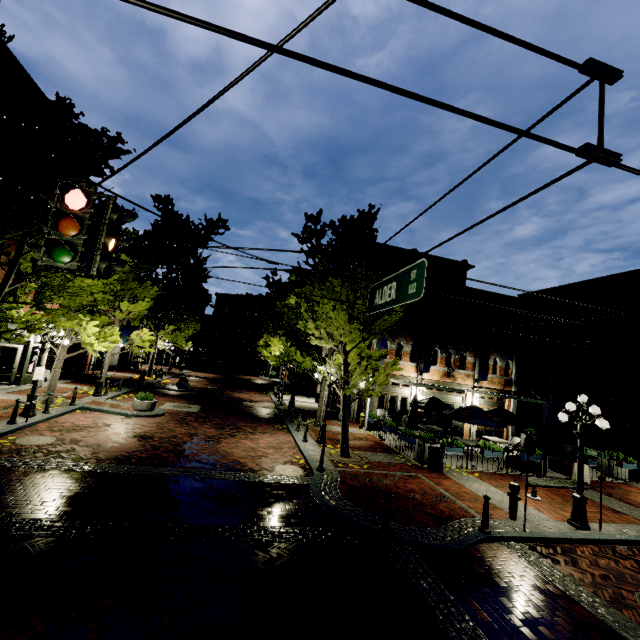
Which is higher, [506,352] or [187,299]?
[187,299]

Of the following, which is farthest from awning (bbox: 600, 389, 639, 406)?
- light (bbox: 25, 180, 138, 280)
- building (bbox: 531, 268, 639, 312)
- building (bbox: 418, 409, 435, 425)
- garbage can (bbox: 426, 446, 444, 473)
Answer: light (bbox: 25, 180, 138, 280)

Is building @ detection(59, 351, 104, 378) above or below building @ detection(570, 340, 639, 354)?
below

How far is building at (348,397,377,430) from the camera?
18.9m

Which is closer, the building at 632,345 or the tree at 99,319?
the tree at 99,319

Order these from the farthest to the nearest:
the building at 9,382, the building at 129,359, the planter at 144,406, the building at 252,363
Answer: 1. the building at 252,363
2. the building at 129,359
3. the building at 9,382
4. the planter at 144,406

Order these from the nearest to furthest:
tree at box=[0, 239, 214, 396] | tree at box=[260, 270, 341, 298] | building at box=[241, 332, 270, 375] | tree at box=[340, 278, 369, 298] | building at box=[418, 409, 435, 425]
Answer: tree at box=[0, 239, 214, 396] < tree at box=[340, 278, 369, 298] < tree at box=[260, 270, 341, 298] < building at box=[418, 409, 435, 425] < building at box=[241, 332, 270, 375]

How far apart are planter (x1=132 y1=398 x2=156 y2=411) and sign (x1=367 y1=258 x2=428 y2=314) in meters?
14.4 m
